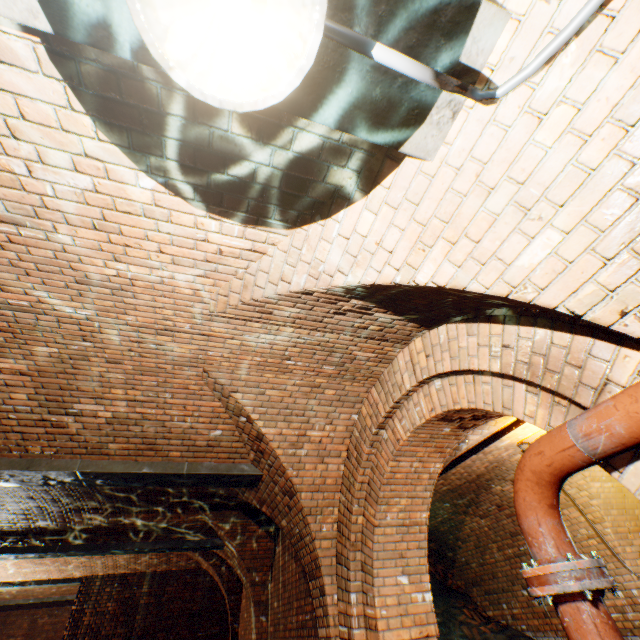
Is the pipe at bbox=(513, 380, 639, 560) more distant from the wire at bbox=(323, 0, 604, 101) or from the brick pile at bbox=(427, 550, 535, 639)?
the brick pile at bbox=(427, 550, 535, 639)

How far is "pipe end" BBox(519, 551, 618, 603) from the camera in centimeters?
147cm

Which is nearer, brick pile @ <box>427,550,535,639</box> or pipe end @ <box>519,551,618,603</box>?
pipe end @ <box>519,551,618,603</box>

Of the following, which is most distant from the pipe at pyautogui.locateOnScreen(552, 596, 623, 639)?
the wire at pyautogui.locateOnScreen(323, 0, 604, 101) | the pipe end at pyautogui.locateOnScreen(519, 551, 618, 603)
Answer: the wire at pyautogui.locateOnScreen(323, 0, 604, 101)

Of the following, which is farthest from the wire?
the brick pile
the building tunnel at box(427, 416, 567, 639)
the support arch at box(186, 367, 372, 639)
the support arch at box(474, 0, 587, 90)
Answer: the brick pile

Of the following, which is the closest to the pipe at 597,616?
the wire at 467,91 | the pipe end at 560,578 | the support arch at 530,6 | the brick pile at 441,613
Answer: the pipe end at 560,578

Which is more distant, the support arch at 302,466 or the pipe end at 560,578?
the support arch at 302,466

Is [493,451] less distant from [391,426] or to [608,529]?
[608,529]
